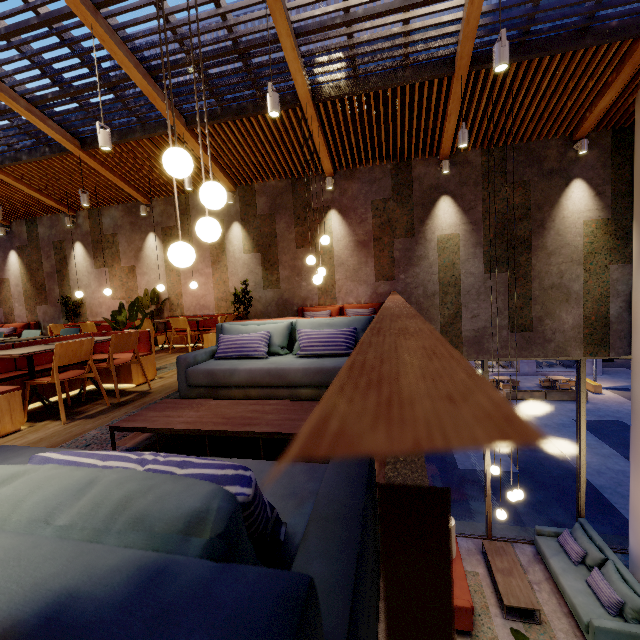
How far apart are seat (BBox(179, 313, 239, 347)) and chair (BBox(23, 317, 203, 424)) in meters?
3.2

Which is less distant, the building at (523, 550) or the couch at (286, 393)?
the couch at (286, 393)

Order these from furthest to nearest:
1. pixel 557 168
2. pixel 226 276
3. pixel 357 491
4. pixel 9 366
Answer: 1. pixel 226 276
2. pixel 557 168
3. pixel 9 366
4. pixel 357 491

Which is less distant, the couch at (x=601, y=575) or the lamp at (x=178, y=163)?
the lamp at (x=178, y=163)

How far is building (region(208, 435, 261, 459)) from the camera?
2.4 meters

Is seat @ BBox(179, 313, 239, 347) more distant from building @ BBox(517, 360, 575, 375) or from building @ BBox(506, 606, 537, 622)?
building @ BBox(517, 360, 575, 375)

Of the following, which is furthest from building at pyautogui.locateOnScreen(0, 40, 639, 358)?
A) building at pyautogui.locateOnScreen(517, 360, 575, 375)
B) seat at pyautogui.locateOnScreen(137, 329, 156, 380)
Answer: building at pyautogui.locateOnScreen(517, 360, 575, 375)
